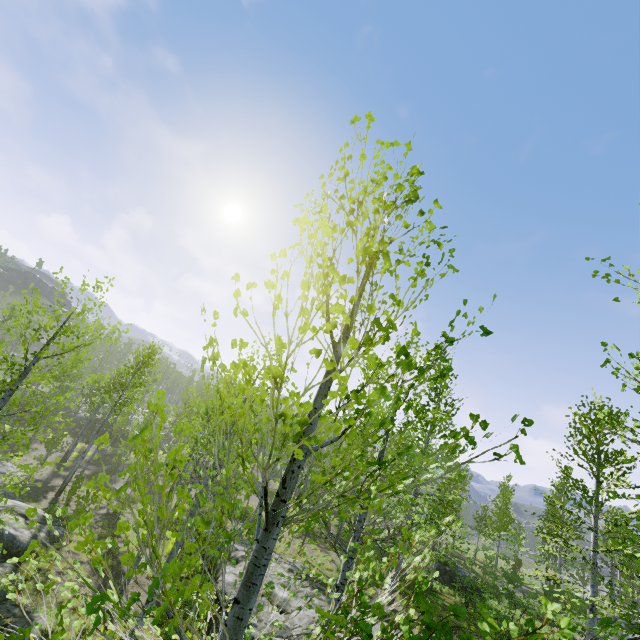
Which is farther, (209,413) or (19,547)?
(209,413)

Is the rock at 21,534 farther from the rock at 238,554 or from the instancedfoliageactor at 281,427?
the rock at 238,554

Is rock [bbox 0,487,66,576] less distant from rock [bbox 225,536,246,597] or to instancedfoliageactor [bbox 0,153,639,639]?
instancedfoliageactor [bbox 0,153,639,639]

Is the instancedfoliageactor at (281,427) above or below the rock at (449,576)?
above

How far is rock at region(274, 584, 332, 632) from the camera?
10.0 meters

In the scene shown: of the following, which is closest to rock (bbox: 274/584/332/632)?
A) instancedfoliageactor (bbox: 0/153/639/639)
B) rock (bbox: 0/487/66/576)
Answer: instancedfoliageactor (bbox: 0/153/639/639)
